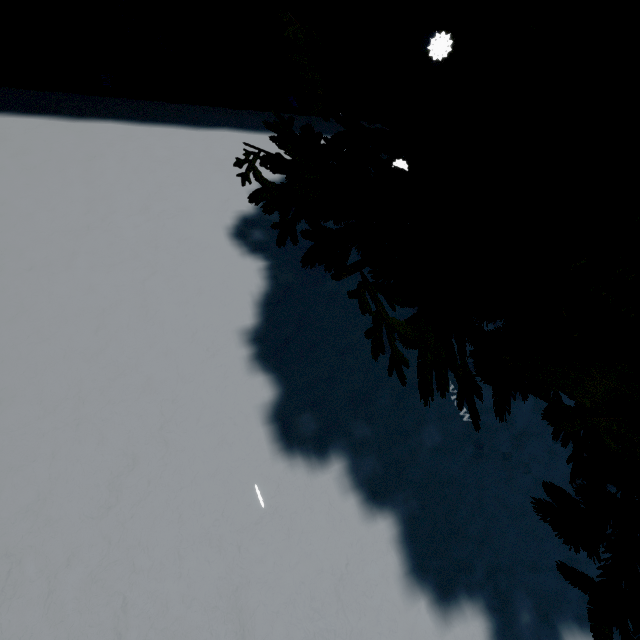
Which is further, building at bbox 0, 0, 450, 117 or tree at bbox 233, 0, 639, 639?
building at bbox 0, 0, 450, 117

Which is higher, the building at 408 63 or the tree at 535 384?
the tree at 535 384

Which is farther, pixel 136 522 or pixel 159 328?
pixel 159 328

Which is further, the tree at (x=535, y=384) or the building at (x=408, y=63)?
the building at (x=408, y=63)

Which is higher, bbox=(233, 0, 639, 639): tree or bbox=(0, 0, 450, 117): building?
bbox=(233, 0, 639, 639): tree
